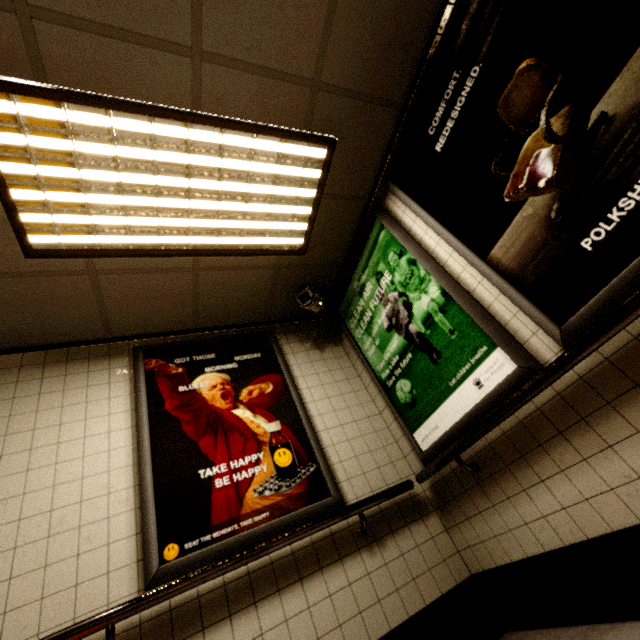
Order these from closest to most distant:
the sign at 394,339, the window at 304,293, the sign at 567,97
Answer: the sign at 567,97 → the sign at 394,339 → the window at 304,293

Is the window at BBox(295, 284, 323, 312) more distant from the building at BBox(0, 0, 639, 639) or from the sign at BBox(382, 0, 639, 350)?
the sign at BBox(382, 0, 639, 350)

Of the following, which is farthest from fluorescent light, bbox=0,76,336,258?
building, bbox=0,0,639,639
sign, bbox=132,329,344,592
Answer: sign, bbox=132,329,344,592

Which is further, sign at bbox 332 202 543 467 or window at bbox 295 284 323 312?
window at bbox 295 284 323 312

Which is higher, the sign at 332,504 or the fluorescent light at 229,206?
the fluorescent light at 229,206

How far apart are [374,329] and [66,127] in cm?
249

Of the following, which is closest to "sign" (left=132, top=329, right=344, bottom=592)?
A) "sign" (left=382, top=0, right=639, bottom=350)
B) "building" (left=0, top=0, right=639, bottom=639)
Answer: "building" (left=0, top=0, right=639, bottom=639)

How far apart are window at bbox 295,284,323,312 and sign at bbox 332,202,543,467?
0.2 meters
